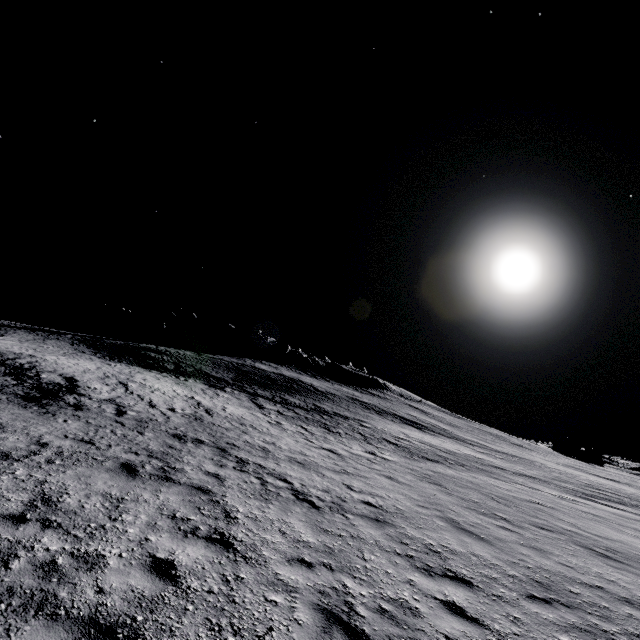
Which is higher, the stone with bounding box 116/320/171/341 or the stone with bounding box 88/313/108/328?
the stone with bounding box 116/320/171/341

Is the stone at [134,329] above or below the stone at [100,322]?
above

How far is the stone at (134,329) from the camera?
58.1m

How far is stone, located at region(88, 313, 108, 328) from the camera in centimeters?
5834cm

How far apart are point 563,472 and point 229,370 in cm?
3827

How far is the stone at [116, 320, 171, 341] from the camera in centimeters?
5812cm
